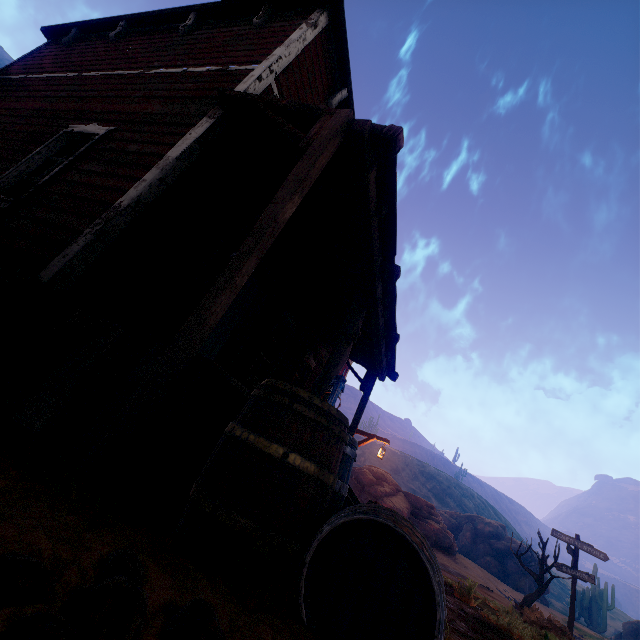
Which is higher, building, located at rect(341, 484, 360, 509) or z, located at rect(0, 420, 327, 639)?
building, located at rect(341, 484, 360, 509)

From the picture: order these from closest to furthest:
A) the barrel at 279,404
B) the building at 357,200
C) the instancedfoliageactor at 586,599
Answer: the barrel at 279,404, the building at 357,200, the instancedfoliageactor at 586,599

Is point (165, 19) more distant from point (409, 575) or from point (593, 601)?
point (593, 601)

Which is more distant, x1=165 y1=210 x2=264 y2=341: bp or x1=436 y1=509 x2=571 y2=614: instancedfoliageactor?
x1=436 y1=509 x2=571 y2=614: instancedfoliageactor

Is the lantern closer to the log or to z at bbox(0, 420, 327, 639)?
z at bbox(0, 420, 327, 639)

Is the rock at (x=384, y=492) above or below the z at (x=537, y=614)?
above

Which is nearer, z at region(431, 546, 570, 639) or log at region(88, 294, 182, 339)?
log at region(88, 294, 182, 339)

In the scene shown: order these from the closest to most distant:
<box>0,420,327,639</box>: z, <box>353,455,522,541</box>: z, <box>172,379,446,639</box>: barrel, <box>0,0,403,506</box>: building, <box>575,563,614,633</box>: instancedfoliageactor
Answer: <box>0,420,327,639</box>: z → <box>172,379,446,639</box>: barrel → <box>0,0,403,506</box>: building → <box>575,563,614,633</box>: instancedfoliageactor → <box>353,455,522,541</box>: z
